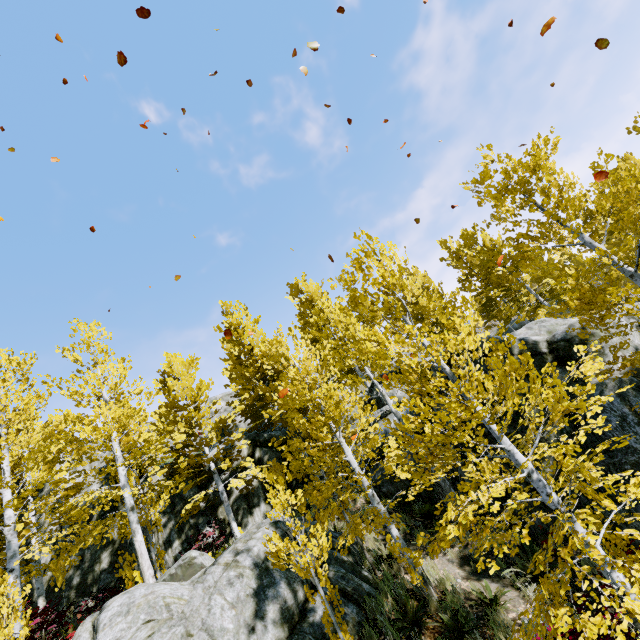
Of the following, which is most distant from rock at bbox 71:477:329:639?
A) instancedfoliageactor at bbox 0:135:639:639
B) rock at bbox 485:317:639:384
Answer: instancedfoliageactor at bbox 0:135:639:639

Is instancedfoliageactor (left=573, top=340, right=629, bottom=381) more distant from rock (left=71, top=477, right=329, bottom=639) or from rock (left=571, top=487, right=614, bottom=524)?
rock (left=71, top=477, right=329, bottom=639)

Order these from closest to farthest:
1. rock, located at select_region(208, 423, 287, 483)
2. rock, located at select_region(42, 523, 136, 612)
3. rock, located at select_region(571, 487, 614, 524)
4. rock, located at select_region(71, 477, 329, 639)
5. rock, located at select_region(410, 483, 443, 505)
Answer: rock, located at select_region(71, 477, 329, 639) → rock, located at select_region(571, 487, 614, 524) → rock, located at select_region(410, 483, 443, 505) → rock, located at select_region(42, 523, 136, 612) → rock, located at select_region(208, 423, 287, 483)

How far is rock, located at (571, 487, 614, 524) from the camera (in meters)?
7.96

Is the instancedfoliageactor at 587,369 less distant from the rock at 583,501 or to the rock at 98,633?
the rock at 583,501

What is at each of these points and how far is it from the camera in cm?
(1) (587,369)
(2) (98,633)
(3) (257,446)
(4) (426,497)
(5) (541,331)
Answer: (1) instancedfoliageactor, 527
(2) rock, 654
(3) rock, 1605
(4) rock, 1159
(5) rock, 1057

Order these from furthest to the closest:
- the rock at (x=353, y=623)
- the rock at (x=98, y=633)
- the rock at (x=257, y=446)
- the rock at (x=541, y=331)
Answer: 1. the rock at (x=257, y=446)
2. the rock at (x=541, y=331)
3. the rock at (x=353, y=623)
4. the rock at (x=98, y=633)

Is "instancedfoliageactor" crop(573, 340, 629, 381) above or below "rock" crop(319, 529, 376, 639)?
above
